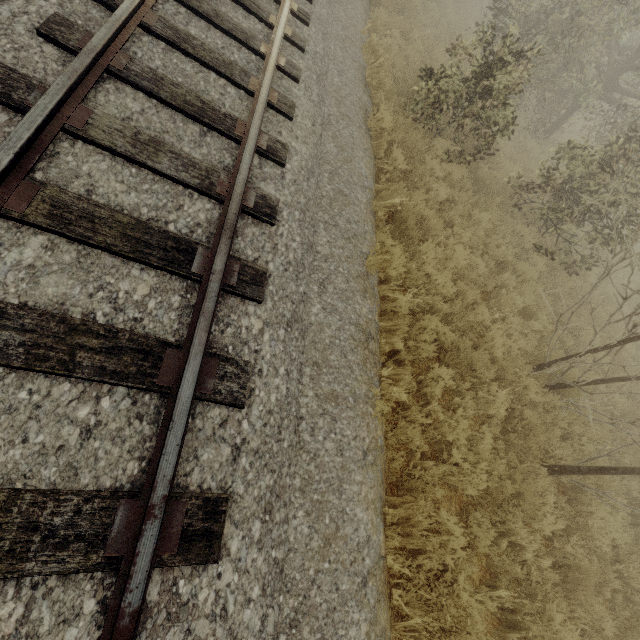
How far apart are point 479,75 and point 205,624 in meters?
9.6
